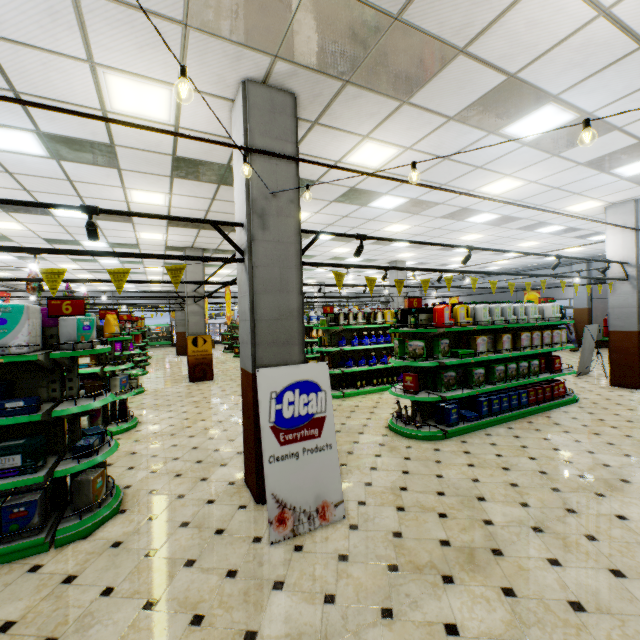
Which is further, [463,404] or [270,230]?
[463,404]

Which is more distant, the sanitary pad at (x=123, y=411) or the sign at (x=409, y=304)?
the sanitary pad at (x=123, y=411)

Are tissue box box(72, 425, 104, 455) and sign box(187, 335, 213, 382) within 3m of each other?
no

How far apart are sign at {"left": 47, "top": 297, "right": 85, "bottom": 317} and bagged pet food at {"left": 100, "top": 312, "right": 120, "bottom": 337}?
2.86m

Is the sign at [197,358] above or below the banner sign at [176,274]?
below

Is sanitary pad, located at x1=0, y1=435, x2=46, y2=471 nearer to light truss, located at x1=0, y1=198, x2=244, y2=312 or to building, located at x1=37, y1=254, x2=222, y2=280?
building, located at x1=37, y1=254, x2=222, y2=280

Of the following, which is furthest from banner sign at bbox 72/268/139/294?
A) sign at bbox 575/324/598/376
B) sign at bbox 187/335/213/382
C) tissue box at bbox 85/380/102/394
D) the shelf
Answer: sign at bbox 575/324/598/376

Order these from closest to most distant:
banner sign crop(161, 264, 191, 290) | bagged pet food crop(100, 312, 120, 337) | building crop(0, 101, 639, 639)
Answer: building crop(0, 101, 639, 639)
banner sign crop(161, 264, 191, 290)
bagged pet food crop(100, 312, 120, 337)
